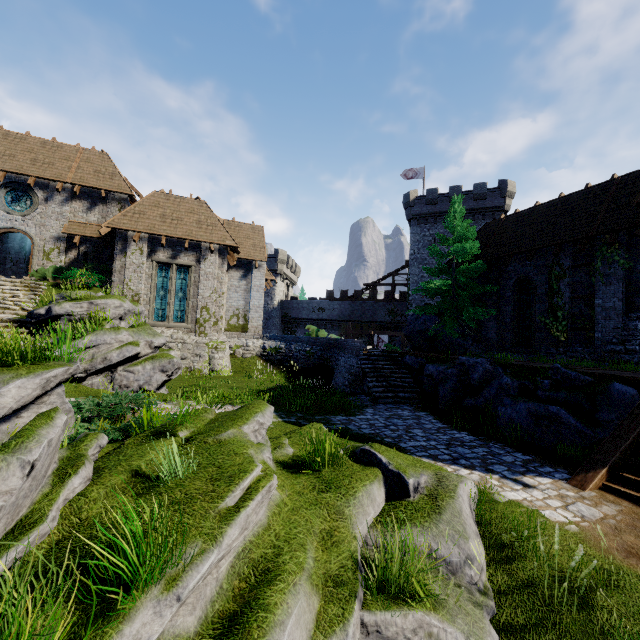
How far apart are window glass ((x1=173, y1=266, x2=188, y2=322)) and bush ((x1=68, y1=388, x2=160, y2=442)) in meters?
11.5 m

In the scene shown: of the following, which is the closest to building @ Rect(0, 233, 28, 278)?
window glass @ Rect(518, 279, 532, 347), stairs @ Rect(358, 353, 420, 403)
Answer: stairs @ Rect(358, 353, 420, 403)

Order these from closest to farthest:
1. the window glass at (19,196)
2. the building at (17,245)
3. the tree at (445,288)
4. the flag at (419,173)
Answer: the tree at (445,288) → the window glass at (19,196) → the building at (17,245) → the flag at (419,173)

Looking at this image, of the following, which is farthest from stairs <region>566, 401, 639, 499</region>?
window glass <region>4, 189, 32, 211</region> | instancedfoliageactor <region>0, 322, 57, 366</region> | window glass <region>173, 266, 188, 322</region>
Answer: window glass <region>4, 189, 32, 211</region>

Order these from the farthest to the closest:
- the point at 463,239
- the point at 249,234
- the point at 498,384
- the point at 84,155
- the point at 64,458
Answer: the point at 249,234 → the point at 84,155 → the point at 463,239 → the point at 498,384 → the point at 64,458

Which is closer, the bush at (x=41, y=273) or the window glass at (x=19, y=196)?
the bush at (x=41, y=273)

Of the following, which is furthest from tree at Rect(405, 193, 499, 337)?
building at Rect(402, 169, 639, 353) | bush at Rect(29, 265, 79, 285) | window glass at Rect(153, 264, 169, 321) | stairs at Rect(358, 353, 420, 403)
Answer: bush at Rect(29, 265, 79, 285)

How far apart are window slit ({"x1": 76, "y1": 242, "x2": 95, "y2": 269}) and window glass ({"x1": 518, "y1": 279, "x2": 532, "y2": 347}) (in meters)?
25.30
